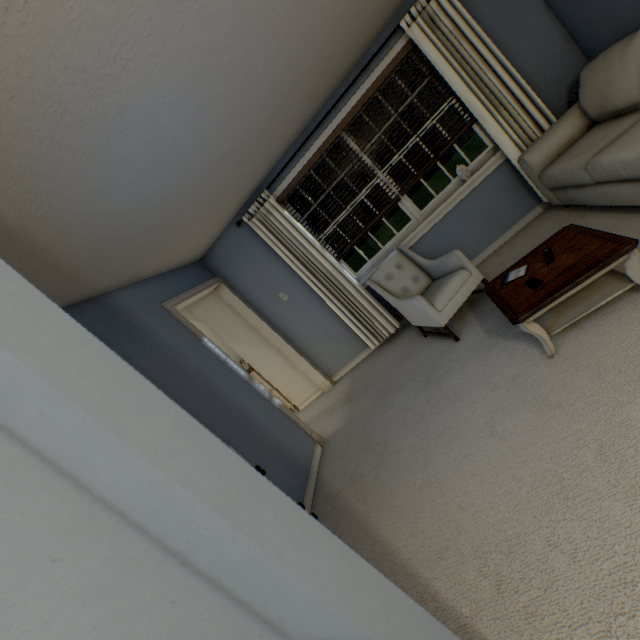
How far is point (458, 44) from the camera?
3.0m

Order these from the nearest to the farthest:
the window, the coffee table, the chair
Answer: the coffee table
the chair
the window

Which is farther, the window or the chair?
the window

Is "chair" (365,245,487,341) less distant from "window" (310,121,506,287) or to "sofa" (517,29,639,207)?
"window" (310,121,506,287)

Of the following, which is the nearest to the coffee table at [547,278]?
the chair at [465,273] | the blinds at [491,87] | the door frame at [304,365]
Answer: the chair at [465,273]

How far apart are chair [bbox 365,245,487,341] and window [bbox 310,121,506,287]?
0.3m

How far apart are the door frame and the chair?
1.5 meters

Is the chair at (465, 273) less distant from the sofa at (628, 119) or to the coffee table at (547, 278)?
the coffee table at (547, 278)
